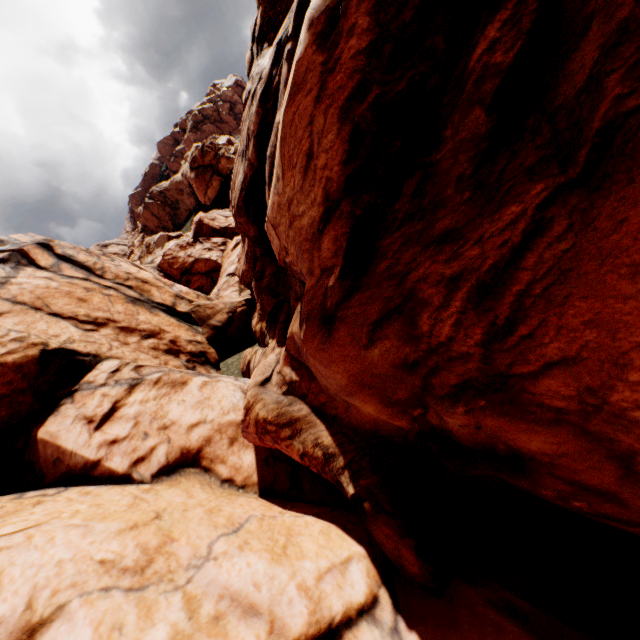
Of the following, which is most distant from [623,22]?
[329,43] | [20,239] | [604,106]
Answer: [20,239]
